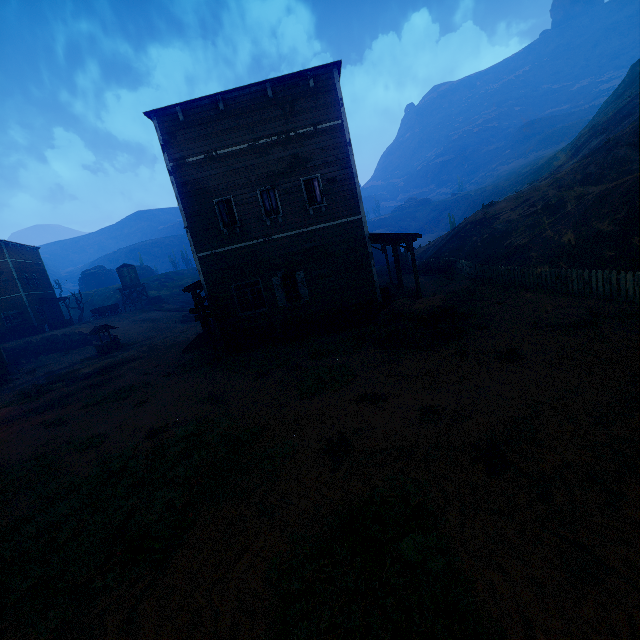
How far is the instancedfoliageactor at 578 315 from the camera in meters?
9.1 m

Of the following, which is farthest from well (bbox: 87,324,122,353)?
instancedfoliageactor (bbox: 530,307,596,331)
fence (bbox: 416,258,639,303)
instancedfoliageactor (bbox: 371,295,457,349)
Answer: instancedfoliageactor (bbox: 530,307,596,331)

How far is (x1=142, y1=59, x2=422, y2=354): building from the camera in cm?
1359

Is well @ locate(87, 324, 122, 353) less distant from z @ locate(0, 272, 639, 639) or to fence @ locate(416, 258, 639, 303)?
z @ locate(0, 272, 639, 639)

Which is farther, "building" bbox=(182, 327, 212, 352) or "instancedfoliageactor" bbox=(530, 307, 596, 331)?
"building" bbox=(182, 327, 212, 352)

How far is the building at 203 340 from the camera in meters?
18.5 m

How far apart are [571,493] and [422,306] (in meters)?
7.36
